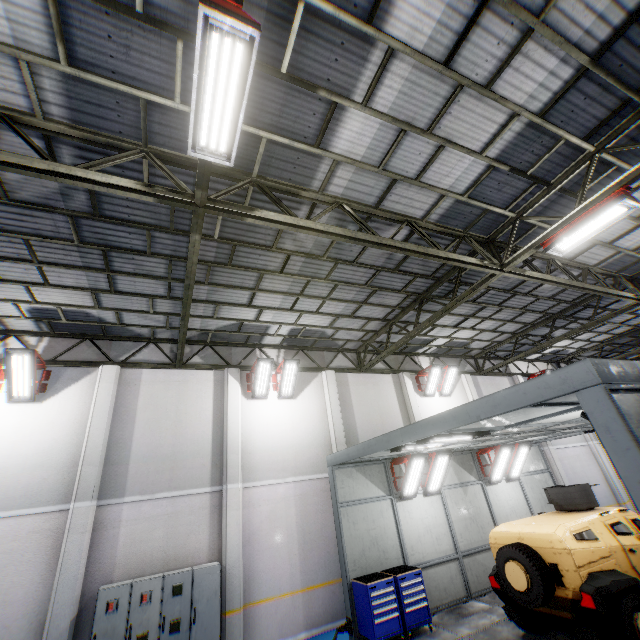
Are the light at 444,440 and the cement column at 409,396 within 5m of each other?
no

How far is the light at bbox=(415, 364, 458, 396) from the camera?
14.9 meters

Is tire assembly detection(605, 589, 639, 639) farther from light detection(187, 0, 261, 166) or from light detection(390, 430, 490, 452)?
light detection(187, 0, 261, 166)

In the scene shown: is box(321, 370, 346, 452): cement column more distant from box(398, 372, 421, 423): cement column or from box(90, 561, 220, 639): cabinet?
box(90, 561, 220, 639): cabinet

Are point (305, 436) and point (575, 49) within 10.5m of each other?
no

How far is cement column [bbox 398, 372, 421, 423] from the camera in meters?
14.2 m

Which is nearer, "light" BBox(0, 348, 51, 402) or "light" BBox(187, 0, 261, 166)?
"light" BBox(187, 0, 261, 166)

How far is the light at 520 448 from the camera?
11.5m
